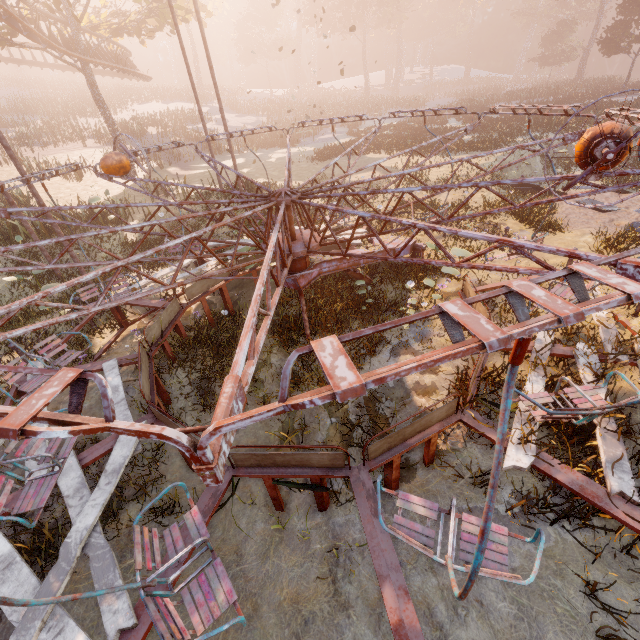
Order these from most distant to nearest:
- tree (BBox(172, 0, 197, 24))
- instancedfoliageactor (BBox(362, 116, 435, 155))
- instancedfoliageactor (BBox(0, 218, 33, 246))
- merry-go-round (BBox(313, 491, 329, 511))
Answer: instancedfoliageactor (BBox(362, 116, 435, 155)), tree (BBox(172, 0, 197, 24)), instancedfoliageactor (BBox(0, 218, 33, 246)), merry-go-round (BBox(313, 491, 329, 511))

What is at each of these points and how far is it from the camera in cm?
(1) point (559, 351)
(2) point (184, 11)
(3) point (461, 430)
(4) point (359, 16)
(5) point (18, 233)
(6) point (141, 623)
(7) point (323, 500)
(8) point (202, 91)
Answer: (1) merry-go-round, 546
(2) tree, 1925
(3) instancedfoliageactor, 520
(4) instancedfoliageactor, 4372
(5) instancedfoliageactor, 1285
(6) merry-go-round, 318
(7) merry-go-round, 459
(8) instancedfoliageactor, 4853

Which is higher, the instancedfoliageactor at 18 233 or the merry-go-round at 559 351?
the instancedfoliageactor at 18 233

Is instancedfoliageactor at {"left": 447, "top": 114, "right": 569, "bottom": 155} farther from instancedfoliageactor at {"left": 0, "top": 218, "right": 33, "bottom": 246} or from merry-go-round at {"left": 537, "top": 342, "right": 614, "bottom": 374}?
instancedfoliageactor at {"left": 0, "top": 218, "right": 33, "bottom": 246}

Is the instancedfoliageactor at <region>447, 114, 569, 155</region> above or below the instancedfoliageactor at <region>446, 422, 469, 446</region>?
above

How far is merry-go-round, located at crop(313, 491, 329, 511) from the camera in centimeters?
449cm

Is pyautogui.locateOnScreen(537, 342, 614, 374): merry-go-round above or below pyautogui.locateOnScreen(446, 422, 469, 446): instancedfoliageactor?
above

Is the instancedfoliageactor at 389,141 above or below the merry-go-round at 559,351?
above
